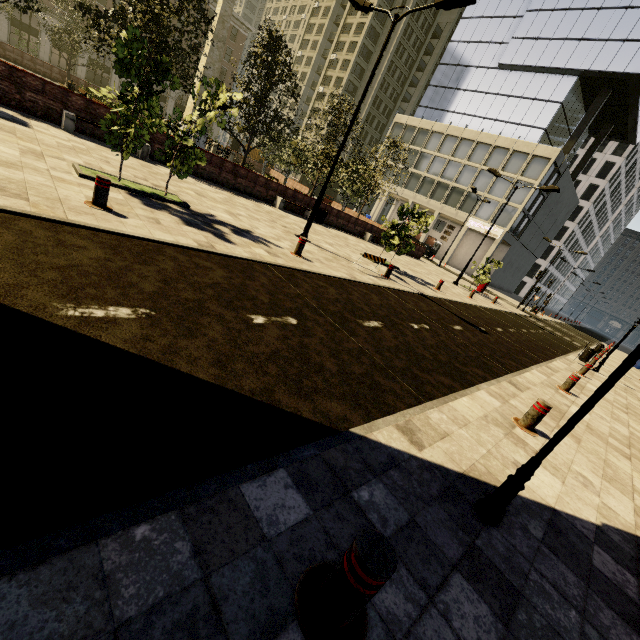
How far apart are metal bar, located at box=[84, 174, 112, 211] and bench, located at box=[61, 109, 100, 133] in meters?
7.9

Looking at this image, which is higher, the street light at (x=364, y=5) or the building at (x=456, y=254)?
the street light at (x=364, y=5)

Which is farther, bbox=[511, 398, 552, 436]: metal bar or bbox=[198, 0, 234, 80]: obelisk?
bbox=[198, 0, 234, 80]: obelisk

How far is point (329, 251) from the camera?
12.7m

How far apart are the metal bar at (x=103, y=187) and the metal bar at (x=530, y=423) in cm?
815

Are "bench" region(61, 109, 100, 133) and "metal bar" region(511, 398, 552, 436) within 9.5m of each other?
no

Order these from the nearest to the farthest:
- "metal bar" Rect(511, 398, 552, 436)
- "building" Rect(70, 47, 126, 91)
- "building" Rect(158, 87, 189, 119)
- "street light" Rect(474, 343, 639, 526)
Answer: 1. "street light" Rect(474, 343, 639, 526)
2. "metal bar" Rect(511, 398, 552, 436)
3. "building" Rect(70, 47, 126, 91)
4. "building" Rect(158, 87, 189, 119)

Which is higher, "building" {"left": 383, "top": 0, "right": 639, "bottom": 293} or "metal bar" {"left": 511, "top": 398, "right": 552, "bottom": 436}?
"building" {"left": 383, "top": 0, "right": 639, "bottom": 293}
